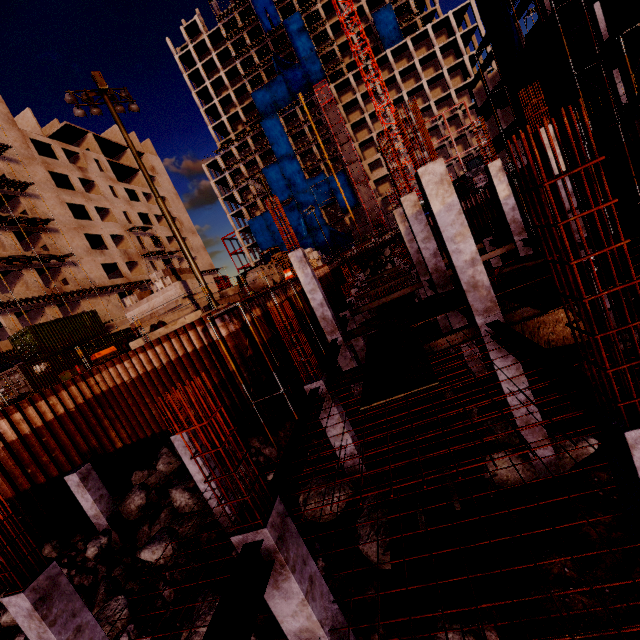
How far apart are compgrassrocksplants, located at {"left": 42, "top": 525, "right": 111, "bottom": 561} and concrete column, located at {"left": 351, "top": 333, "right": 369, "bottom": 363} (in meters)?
14.47

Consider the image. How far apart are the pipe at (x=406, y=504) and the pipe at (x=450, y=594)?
0.1m

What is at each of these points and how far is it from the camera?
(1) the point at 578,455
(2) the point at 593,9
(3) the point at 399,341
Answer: (1) compgrassrocksplants, 8.6m
(2) concrete column, 19.6m
(3) plywood, 9.7m

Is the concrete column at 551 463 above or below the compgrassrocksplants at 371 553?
below

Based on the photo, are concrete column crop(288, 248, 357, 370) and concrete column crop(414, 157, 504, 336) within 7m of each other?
yes

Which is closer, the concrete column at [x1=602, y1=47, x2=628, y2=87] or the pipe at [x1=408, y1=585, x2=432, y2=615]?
the pipe at [x1=408, y1=585, x2=432, y2=615]

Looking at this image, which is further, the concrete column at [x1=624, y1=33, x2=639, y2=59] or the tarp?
the tarp

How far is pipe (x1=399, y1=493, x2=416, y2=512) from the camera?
7.3m
